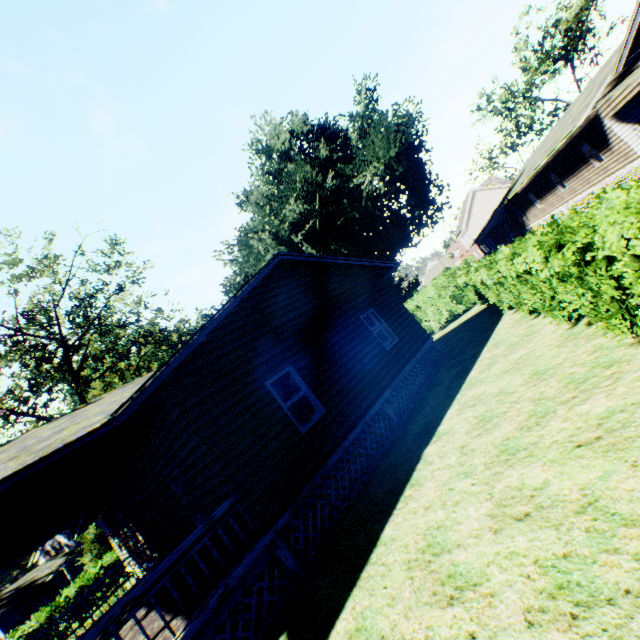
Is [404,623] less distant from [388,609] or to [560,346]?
[388,609]

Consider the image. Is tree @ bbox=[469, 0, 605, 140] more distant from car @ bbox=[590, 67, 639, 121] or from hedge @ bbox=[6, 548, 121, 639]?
hedge @ bbox=[6, 548, 121, 639]

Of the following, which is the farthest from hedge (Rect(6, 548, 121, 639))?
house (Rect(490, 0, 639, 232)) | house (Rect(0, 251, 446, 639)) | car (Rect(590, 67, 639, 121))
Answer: car (Rect(590, 67, 639, 121))

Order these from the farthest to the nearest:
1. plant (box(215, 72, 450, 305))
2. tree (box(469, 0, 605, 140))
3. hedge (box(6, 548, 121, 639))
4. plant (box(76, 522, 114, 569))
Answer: tree (box(469, 0, 605, 140)), plant (box(215, 72, 450, 305)), plant (box(76, 522, 114, 569)), hedge (box(6, 548, 121, 639))

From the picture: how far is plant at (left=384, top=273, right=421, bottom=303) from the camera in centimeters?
3550cm

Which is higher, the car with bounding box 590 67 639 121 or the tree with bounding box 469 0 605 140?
the tree with bounding box 469 0 605 140

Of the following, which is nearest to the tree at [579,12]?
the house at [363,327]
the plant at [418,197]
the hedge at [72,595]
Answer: the plant at [418,197]

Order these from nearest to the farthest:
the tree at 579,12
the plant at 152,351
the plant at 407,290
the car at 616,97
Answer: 1. the car at 616,97
2. the plant at 152,351
3. the tree at 579,12
4. the plant at 407,290
